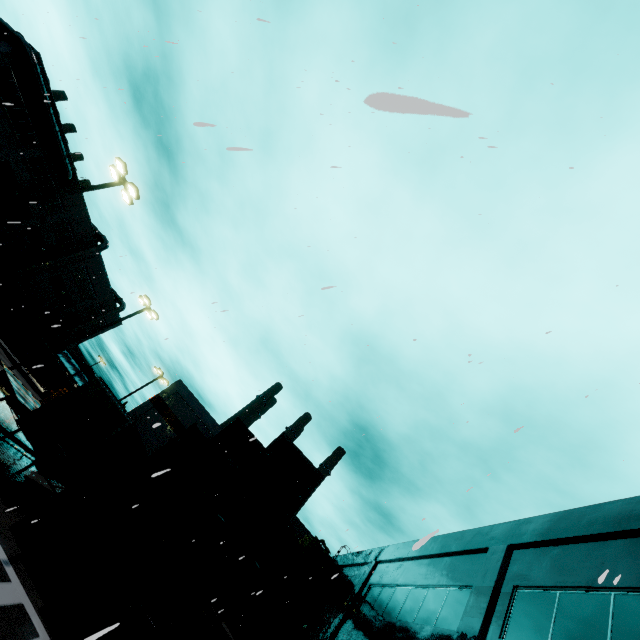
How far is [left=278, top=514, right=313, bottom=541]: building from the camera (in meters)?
28.03

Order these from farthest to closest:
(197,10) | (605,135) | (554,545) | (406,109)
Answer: (197,10), (554,545), (605,135), (406,109)

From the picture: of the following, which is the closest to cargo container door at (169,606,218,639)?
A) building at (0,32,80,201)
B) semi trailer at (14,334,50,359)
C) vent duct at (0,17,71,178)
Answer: building at (0,32,80,201)

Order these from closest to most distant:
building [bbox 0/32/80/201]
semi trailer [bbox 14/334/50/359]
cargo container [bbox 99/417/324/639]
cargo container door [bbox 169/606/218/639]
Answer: cargo container door [bbox 169/606/218/639]
cargo container [bbox 99/417/324/639]
building [bbox 0/32/80/201]
semi trailer [bbox 14/334/50/359]

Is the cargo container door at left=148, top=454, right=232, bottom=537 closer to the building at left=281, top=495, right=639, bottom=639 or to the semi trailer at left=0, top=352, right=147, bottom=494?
the semi trailer at left=0, top=352, right=147, bottom=494

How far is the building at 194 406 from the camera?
29.9m

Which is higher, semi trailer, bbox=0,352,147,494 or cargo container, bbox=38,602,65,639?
semi trailer, bbox=0,352,147,494

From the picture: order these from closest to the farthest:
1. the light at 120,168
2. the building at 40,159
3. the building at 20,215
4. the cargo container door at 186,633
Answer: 1. the cargo container door at 186,633
2. the light at 120,168
3. the building at 40,159
4. the building at 20,215
